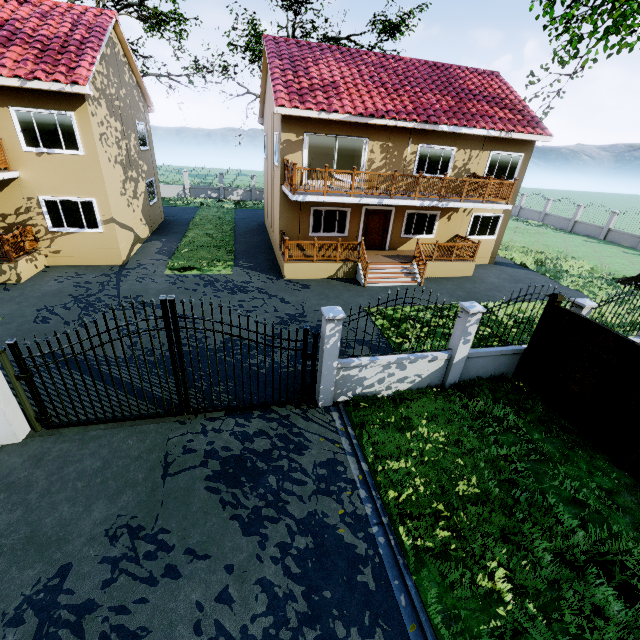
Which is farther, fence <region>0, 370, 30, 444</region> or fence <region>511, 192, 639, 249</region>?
fence <region>511, 192, 639, 249</region>

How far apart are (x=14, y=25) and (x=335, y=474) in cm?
1925

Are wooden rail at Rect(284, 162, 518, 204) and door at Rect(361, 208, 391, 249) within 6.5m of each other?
yes

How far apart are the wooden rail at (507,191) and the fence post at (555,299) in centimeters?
723cm

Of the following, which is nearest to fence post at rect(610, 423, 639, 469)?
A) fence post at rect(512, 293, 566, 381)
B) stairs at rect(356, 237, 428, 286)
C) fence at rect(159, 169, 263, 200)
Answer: fence at rect(159, 169, 263, 200)

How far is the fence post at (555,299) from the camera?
7.64m

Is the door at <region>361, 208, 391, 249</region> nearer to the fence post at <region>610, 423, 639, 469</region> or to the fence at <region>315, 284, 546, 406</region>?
the fence at <region>315, 284, 546, 406</region>
